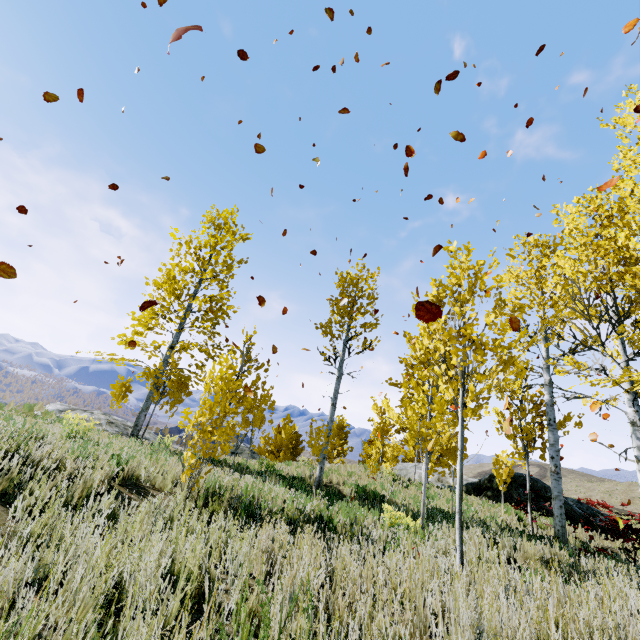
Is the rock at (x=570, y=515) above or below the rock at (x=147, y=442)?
above

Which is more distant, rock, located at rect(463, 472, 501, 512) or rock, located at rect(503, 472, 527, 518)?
rock, located at rect(463, 472, 501, 512)

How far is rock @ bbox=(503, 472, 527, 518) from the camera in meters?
10.9 m

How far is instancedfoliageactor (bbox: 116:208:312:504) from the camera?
5.6 meters

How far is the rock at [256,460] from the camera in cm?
1083

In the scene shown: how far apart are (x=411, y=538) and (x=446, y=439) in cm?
241

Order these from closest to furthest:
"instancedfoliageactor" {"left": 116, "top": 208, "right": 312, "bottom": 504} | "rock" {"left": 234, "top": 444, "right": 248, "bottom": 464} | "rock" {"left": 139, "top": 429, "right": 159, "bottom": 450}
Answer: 1. "instancedfoliageactor" {"left": 116, "top": 208, "right": 312, "bottom": 504}
2. "rock" {"left": 139, "top": 429, "right": 159, "bottom": 450}
3. "rock" {"left": 234, "top": 444, "right": 248, "bottom": 464}
